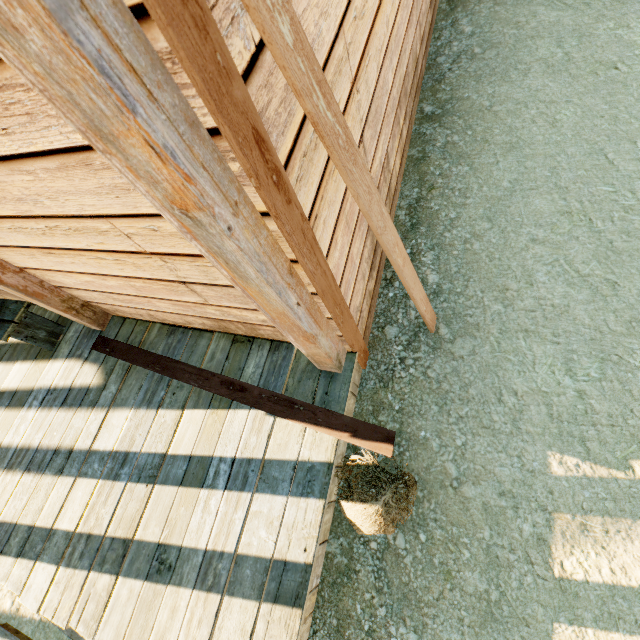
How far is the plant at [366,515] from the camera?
1.8 meters

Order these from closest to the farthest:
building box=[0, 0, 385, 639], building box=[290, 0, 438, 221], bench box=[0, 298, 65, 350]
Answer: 1. building box=[0, 0, 385, 639]
2. building box=[290, 0, 438, 221]
3. bench box=[0, 298, 65, 350]

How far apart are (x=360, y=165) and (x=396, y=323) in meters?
1.7

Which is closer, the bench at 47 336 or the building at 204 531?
the building at 204 531

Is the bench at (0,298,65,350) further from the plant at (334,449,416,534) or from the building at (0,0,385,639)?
the plant at (334,449,416,534)

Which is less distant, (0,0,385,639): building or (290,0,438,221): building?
(0,0,385,639): building
